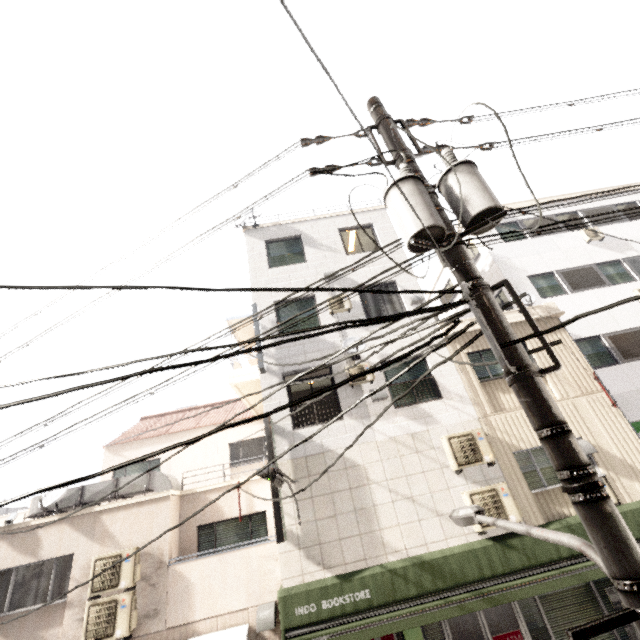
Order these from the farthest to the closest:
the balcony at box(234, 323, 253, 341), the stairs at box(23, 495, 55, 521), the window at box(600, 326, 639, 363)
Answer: the balcony at box(234, 323, 253, 341) < the window at box(600, 326, 639, 363) < the stairs at box(23, 495, 55, 521)

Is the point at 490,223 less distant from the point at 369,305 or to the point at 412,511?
the point at 412,511

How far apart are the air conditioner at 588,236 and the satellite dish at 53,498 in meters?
20.9 m

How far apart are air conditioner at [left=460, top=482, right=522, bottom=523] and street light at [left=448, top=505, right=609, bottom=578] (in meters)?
4.76

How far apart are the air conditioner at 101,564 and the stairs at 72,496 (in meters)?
1.30

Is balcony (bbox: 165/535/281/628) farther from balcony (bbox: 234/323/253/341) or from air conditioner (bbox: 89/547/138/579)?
balcony (bbox: 234/323/253/341)

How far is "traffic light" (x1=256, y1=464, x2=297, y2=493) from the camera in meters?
5.5 m

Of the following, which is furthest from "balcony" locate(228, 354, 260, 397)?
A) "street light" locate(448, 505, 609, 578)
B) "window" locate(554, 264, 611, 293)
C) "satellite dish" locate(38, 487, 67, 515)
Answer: "window" locate(554, 264, 611, 293)
